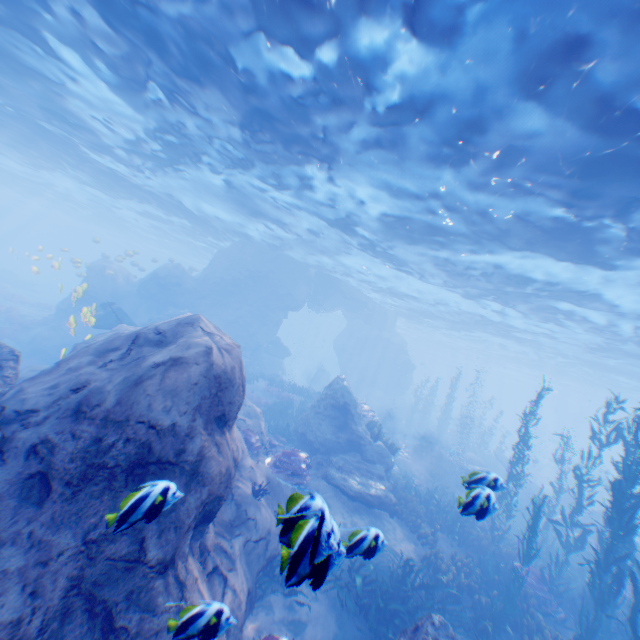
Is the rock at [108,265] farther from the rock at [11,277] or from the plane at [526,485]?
the rock at [11,277]

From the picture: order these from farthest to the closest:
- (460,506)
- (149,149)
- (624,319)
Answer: (624,319), (149,149), (460,506)

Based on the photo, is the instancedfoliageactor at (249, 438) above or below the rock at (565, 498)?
above

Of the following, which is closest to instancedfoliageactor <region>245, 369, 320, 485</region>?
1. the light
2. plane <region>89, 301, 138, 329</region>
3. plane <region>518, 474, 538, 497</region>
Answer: plane <region>89, 301, 138, 329</region>

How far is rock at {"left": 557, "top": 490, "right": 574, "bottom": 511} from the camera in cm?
2206

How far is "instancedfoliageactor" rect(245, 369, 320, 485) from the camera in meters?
10.6

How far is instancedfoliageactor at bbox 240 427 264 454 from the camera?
11.3m

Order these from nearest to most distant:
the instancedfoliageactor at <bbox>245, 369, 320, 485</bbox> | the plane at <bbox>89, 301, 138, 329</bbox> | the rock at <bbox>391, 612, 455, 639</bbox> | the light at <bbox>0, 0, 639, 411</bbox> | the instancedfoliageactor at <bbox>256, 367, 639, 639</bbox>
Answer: the rock at <bbox>391, 612, 455, 639</bbox>, the light at <bbox>0, 0, 639, 411</bbox>, the instancedfoliageactor at <bbox>256, 367, 639, 639</bbox>, the instancedfoliageactor at <bbox>245, 369, 320, 485</bbox>, the plane at <bbox>89, 301, 138, 329</bbox>
